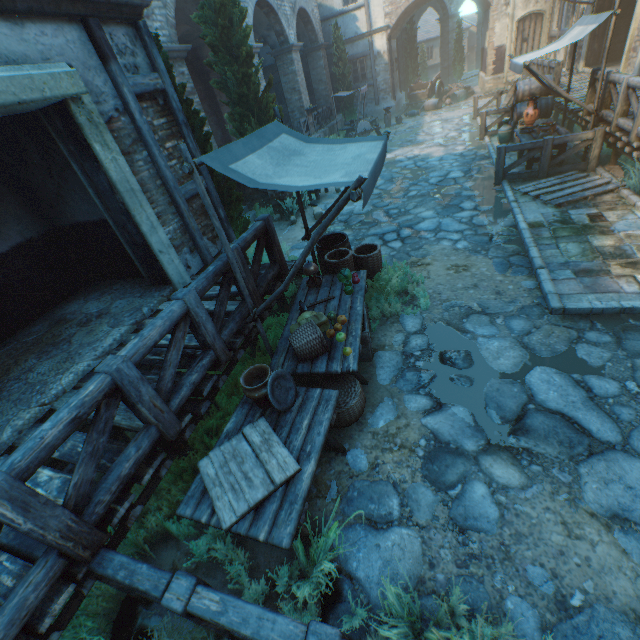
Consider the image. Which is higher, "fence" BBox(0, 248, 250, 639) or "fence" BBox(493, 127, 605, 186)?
Result: "fence" BBox(0, 248, 250, 639)

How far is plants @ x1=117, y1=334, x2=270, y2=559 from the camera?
3.3m

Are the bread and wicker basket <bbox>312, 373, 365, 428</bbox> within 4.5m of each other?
yes

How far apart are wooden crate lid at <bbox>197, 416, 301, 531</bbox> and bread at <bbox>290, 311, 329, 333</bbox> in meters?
1.2 m

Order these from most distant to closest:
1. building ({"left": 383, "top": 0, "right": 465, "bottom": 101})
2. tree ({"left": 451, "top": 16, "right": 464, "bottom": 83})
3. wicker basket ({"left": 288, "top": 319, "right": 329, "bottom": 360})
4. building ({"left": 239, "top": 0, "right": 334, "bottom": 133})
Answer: tree ({"left": 451, "top": 16, "right": 464, "bottom": 83}) < building ({"left": 383, "top": 0, "right": 465, "bottom": 101}) < building ({"left": 239, "top": 0, "right": 334, "bottom": 133}) < wicker basket ({"left": 288, "top": 319, "right": 329, "bottom": 360})

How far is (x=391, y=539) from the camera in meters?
2.9 m

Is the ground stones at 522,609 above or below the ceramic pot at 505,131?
below

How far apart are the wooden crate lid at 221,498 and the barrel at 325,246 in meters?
3.4
